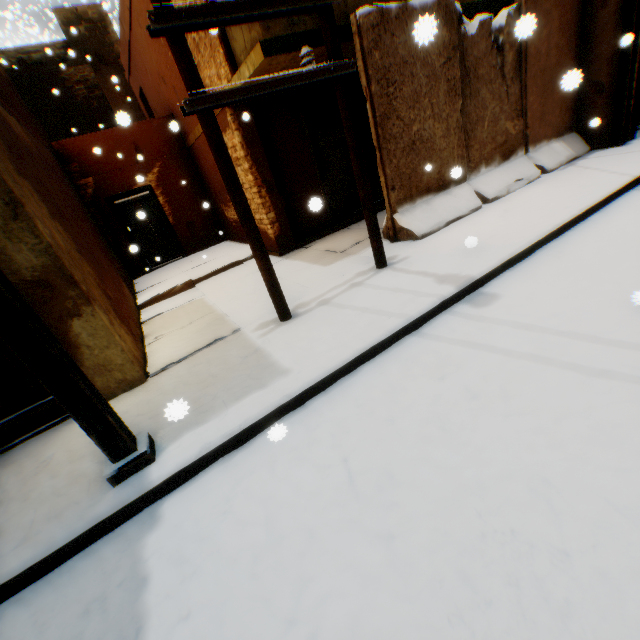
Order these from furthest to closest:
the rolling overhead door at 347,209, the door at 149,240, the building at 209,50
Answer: the door at 149,240
the rolling overhead door at 347,209
the building at 209,50

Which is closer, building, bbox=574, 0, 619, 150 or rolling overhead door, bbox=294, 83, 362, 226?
building, bbox=574, 0, 619, 150

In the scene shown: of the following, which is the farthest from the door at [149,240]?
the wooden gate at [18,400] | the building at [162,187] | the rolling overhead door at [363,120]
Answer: the wooden gate at [18,400]

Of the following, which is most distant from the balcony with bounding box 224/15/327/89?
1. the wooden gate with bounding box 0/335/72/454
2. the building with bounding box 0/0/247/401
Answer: the wooden gate with bounding box 0/335/72/454

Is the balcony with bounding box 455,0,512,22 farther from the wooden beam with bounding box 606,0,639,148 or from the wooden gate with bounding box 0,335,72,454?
the wooden gate with bounding box 0,335,72,454

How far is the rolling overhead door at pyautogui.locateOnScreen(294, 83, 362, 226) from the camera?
7.49m

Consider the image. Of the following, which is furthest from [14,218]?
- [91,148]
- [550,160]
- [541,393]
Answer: [550,160]

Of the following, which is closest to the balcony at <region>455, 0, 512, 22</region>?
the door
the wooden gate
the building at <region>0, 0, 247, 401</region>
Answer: the building at <region>0, 0, 247, 401</region>
